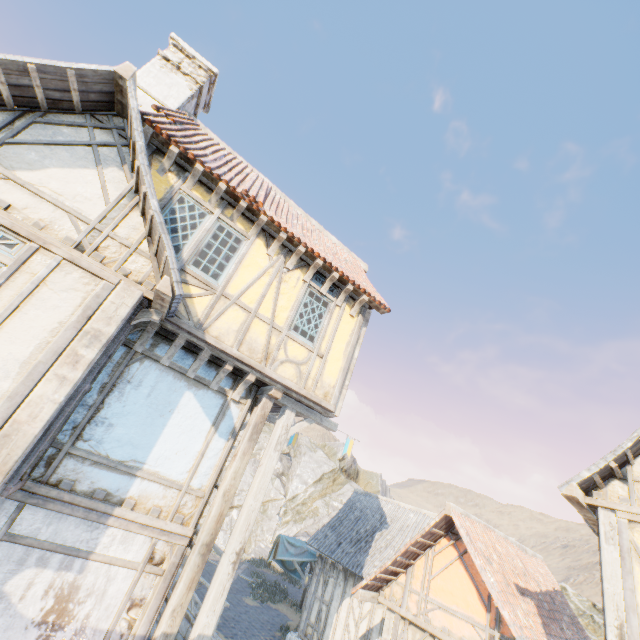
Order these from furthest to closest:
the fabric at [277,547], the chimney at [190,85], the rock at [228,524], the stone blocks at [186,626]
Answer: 1. the rock at [228,524]
2. the fabric at [277,547]
3. the stone blocks at [186,626]
4. the chimney at [190,85]

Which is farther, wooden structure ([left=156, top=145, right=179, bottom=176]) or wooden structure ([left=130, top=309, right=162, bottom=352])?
wooden structure ([left=156, top=145, right=179, bottom=176])

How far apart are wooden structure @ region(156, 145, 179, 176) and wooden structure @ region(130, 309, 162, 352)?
2.81m

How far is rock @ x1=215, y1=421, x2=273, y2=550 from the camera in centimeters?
3181cm

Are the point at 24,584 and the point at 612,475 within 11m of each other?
yes

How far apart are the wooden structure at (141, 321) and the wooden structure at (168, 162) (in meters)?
2.81

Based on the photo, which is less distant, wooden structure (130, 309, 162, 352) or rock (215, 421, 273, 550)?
wooden structure (130, 309, 162, 352)

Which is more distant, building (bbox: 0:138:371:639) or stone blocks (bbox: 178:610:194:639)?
stone blocks (bbox: 178:610:194:639)
